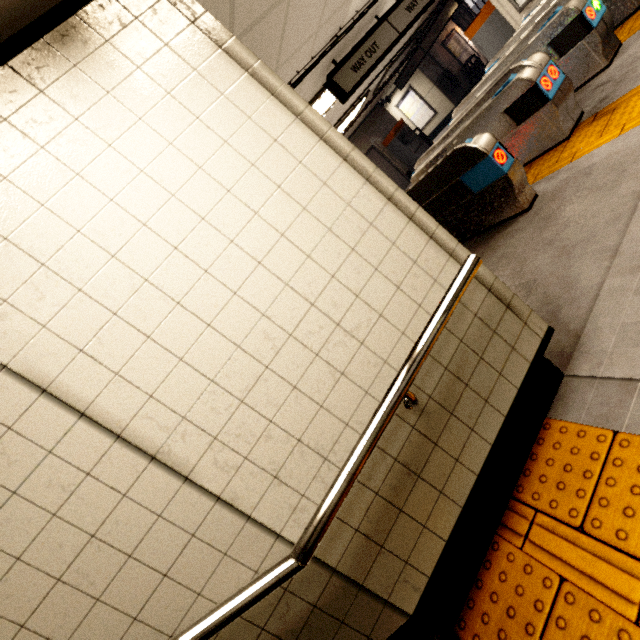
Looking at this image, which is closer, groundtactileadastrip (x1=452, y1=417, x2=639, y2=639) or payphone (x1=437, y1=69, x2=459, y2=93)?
groundtactileadastrip (x1=452, y1=417, x2=639, y2=639)

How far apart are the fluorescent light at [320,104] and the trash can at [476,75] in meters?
12.0 m

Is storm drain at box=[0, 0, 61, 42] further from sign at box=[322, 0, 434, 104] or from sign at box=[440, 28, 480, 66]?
sign at box=[440, 28, 480, 66]

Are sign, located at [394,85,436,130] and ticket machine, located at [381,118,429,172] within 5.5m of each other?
yes

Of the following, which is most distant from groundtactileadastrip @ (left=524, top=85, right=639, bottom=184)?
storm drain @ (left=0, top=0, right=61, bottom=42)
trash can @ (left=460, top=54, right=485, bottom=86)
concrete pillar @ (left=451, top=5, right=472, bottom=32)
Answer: storm drain @ (left=0, top=0, right=61, bottom=42)

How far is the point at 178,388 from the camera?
1.22m

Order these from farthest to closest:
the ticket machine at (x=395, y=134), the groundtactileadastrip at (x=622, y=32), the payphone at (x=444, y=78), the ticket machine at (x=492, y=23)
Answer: the payphone at (x=444, y=78) → the ticket machine at (x=395, y=134) → the ticket machine at (x=492, y=23) → the groundtactileadastrip at (x=622, y=32)

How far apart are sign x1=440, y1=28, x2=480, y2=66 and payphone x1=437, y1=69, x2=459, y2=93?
1.2 meters
